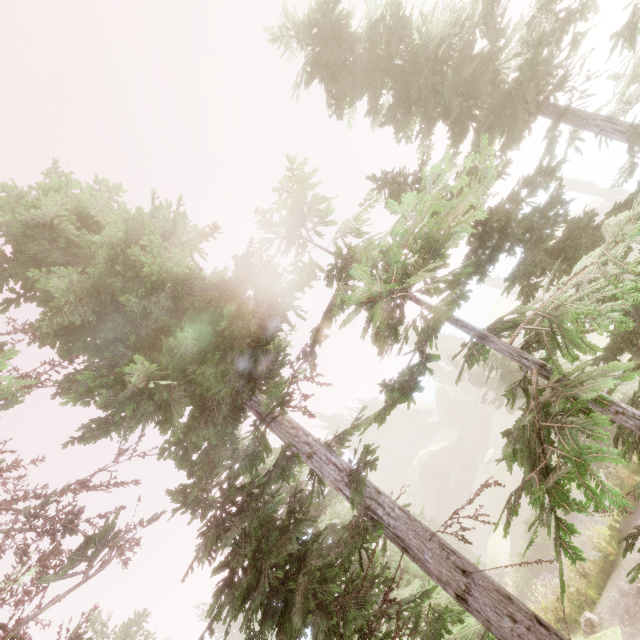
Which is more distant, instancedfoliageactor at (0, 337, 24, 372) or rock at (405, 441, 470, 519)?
rock at (405, 441, 470, 519)

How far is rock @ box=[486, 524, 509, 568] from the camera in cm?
2694

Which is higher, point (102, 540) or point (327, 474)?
point (102, 540)

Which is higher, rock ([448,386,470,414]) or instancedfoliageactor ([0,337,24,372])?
instancedfoliageactor ([0,337,24,372])

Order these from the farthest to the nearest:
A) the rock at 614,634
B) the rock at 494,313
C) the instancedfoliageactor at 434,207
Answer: the rock at 494,313 < the rock at 614,634 < the instancedfoliageactor at 434,207

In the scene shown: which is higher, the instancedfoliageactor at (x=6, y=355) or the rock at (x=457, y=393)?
the instancedfoliageactor at (x=6, y=355)
